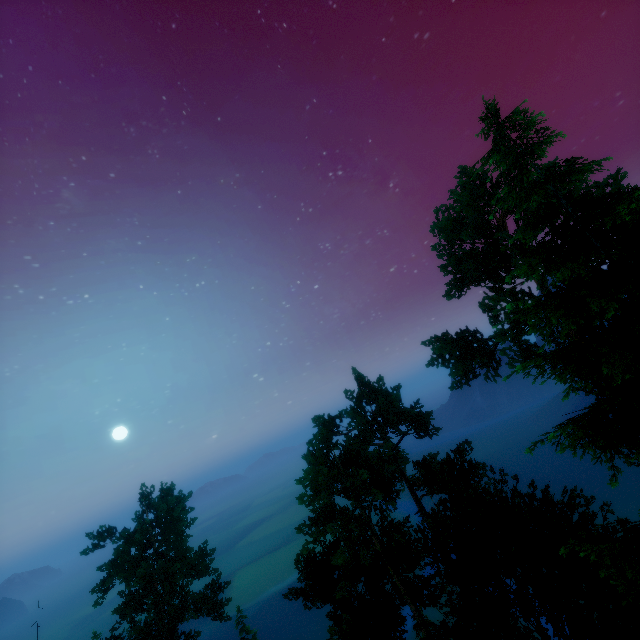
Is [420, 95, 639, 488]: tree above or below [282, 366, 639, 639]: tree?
above

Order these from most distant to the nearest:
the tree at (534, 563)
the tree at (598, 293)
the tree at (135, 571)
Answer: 1. the tree at (135, 571)
2. the tree at (534, 563)
3. the tree at (598, 293)

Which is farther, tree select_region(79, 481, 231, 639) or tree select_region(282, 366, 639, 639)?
tree select_region(79, 481, 231, 639)

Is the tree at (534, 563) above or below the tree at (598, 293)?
below

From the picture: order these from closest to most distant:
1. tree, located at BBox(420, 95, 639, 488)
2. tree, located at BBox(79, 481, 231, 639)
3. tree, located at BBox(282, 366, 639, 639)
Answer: tree, located at BBox(420, 95, 639, 488), tree, located at BBox(282, 366, 639, 639), tree, located at BBox(79, 481, 231, 639)

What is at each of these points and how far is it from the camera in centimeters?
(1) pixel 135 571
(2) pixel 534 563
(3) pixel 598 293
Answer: (1) tree, 2978cm
(2) tree, 1436cm
(3) tree, 786cm
